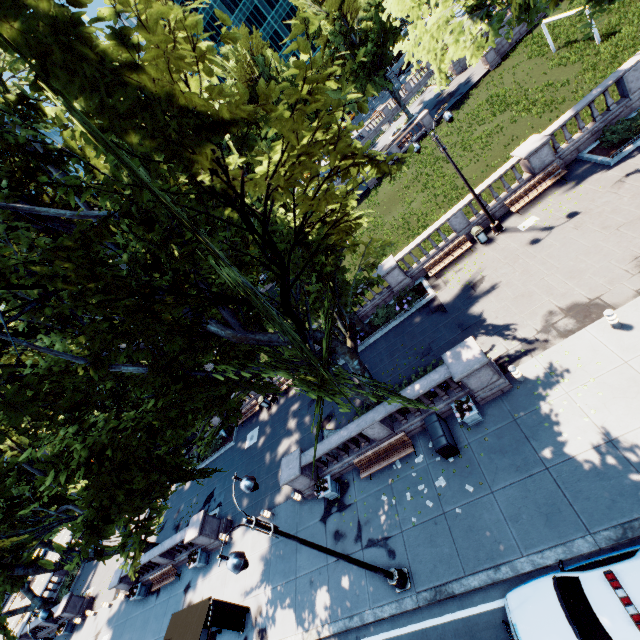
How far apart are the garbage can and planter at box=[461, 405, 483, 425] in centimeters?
1021cm

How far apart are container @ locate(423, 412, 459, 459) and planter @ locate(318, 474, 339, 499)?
5.56m

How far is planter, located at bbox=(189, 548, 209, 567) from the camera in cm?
1945

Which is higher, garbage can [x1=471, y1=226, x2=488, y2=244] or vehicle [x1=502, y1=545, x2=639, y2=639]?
vehicle [x1=502, y1=545, x2=639, y2=639]

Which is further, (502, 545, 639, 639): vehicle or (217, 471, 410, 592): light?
(217, 471, 410, 592): light

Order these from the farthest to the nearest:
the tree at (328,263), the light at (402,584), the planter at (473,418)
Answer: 1. the planter at (473,418)
2. the light at (402,584)
3. the tree at (328,263)

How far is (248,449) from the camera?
24.69m

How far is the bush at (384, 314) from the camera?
20.73m
